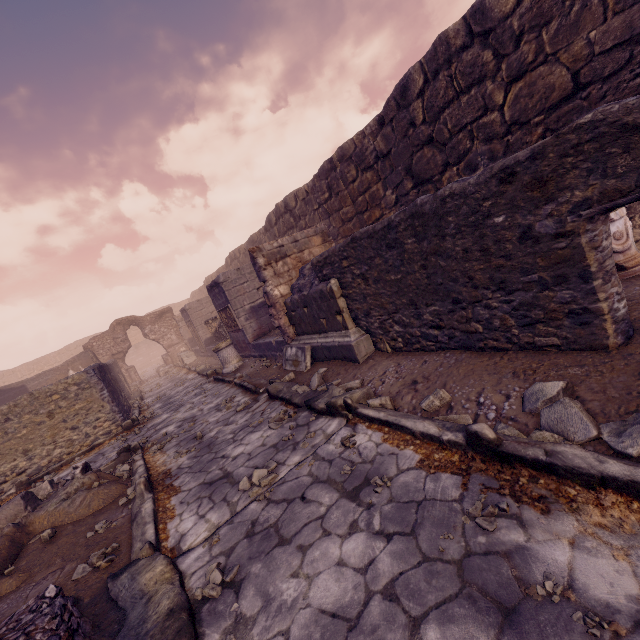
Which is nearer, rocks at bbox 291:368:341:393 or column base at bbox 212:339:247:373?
rocks at bbox 291:368:341:393

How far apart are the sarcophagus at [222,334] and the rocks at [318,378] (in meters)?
7.83

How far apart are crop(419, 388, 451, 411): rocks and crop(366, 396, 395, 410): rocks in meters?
0.3 m

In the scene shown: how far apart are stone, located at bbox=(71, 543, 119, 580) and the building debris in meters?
3.8

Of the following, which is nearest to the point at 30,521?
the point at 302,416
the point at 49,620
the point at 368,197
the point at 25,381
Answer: the point at 49,620

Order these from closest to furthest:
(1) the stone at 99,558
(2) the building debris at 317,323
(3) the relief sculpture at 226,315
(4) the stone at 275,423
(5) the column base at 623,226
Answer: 1. (1) the stone at 99,558
2. (5) the column base at 623,226
3. (4) the stone at 275,423
4. (2) the building debris at 317,323
5. (3) the relief sculpture at 226,315

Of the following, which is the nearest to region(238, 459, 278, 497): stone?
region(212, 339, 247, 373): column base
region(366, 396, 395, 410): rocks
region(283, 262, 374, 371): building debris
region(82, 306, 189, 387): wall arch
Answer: region(366, 396, 395, 410): rocks

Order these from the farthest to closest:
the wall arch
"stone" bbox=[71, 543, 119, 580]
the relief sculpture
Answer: the wall arch
the relief sculpture
"stone" bbox=[71, 543, 119, 580]
